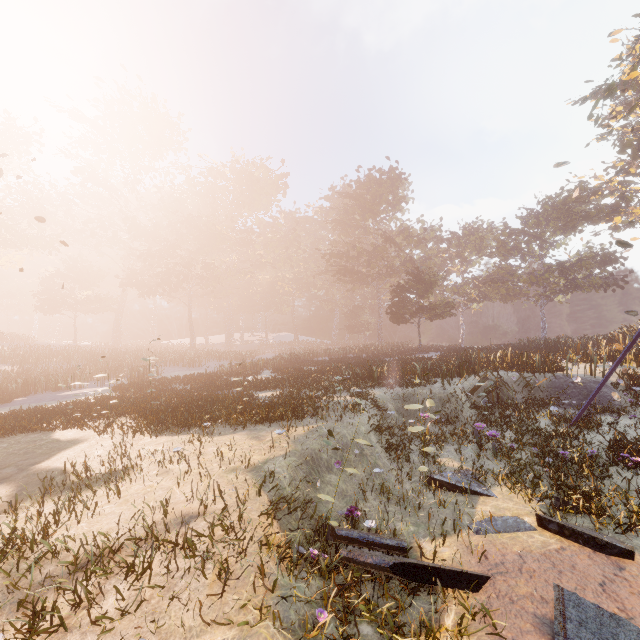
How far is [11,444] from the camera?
9.4 meters
